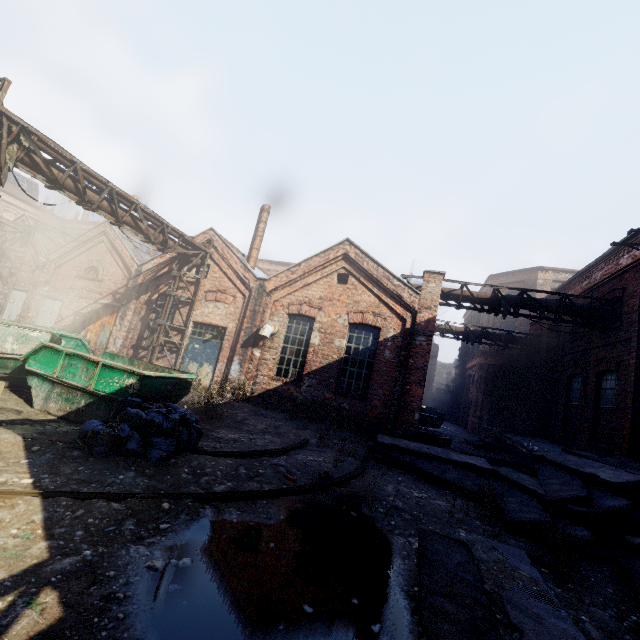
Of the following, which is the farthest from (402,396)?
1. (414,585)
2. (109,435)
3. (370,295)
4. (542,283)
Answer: (542,283)

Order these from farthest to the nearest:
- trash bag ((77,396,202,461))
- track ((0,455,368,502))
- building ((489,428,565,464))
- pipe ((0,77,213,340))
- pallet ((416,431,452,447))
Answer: building ((489,428,565,464)) < pallet ((416,431,452,447)) < pipe ((0,77,213,340)) < trash bag ((77,396,202,461)) < track ((0,455,368,502))

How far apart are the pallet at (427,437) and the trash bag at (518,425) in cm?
732

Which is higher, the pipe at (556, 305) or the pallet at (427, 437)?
the pipe at (556, 305)

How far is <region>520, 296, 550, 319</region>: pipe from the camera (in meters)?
12.06

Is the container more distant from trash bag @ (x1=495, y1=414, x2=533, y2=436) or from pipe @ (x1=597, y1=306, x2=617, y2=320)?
trash bag @ (x1=495, y1=414, x2=533, y2=436)

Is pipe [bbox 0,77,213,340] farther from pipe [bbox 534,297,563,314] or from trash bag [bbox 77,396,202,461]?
pipe [bbox 534,297,563,314]

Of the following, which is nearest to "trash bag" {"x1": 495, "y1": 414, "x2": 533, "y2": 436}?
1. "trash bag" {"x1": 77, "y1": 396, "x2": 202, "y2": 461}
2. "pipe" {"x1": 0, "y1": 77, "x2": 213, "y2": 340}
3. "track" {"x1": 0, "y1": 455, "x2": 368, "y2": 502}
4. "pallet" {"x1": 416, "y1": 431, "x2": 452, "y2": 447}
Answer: "pallet" {"x1": 416, "y1": 431, "x2": 452, "y2": 447}
